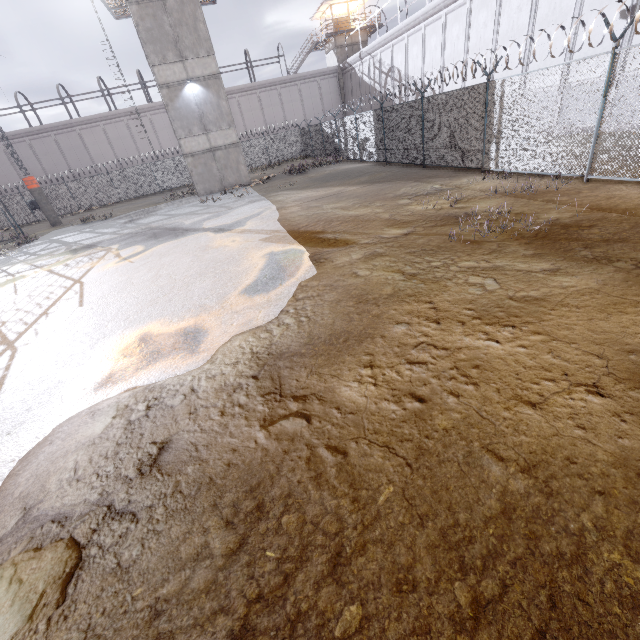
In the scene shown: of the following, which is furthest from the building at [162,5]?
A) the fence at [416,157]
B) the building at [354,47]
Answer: the building at [354,47]

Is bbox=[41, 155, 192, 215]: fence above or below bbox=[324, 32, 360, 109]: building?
below

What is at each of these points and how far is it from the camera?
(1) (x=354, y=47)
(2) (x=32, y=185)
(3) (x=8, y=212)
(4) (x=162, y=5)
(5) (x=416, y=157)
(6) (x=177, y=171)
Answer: (1) building, 37.66m
(2) column, 24.44m
(3) fence, 23.03m
(4) building, 18.75m
(5) fence, 15.95m
(6) fence, 33.09m

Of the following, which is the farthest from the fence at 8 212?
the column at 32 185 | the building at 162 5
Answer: the building at 162 5

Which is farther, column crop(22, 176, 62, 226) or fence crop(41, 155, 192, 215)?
fence crop(41, 155, 192, 215)

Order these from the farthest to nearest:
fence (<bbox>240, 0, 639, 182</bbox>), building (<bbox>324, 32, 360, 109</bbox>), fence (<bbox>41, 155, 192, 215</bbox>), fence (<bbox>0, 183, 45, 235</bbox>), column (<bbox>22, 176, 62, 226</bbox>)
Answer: building (<bbox>324, 32, 360, 109</bbox>), fence (<bbox>41, 155, 192, 215</bbox>), column (<bbox>22, 176, 62, 226</bbox>), fence (<bbox>0, 183, 45, 235</bbox>), fence (<bbox>240, 0, 639, 182</bbox>)

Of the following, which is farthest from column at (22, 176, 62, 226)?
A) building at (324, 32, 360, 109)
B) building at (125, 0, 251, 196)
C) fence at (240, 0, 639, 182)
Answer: building at (324, 32, 360, 109)

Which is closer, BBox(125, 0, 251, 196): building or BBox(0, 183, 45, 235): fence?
BBox(125, 0, 251, 196): building
